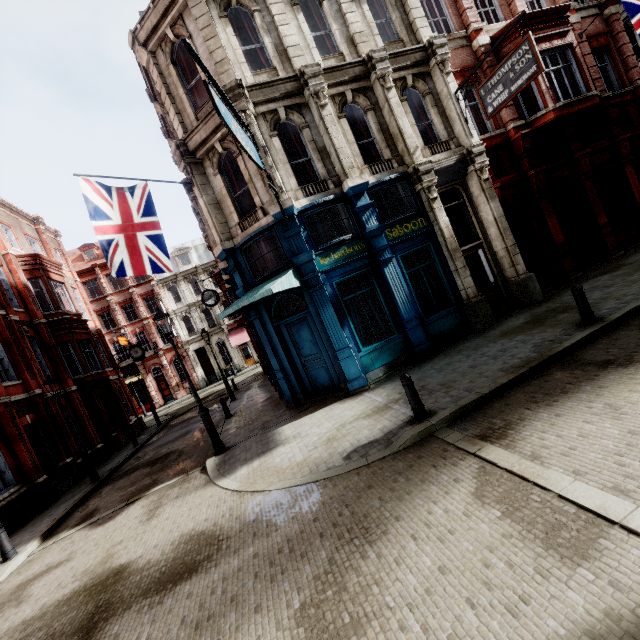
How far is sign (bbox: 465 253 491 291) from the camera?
12.2m

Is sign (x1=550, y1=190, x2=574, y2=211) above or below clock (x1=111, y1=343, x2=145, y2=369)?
below

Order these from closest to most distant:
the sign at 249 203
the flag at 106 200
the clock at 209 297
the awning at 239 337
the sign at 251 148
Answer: the sign at 251 148 → the flag at 106 200 → the sign at 249 203 → the clock at 209 297 → the awning at 239 337

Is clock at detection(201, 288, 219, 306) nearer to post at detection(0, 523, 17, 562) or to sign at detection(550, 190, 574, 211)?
post at detection(0, 523, 17, 562)

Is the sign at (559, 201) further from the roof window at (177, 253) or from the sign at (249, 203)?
the roof window at (177, 253)

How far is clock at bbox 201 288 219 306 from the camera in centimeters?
1822cm

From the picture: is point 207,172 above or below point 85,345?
above

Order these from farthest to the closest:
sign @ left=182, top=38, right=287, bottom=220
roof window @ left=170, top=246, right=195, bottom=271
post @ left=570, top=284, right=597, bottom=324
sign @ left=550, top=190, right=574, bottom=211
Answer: roof window @ left=170, top=246, right=195, bottom=271 → sign @ left=550, top=190, right=574, bottom=211 → post @ left=570, top=284, right=597, bottom=324 → sign @ left=182, top=38, right=287, bottom=220
